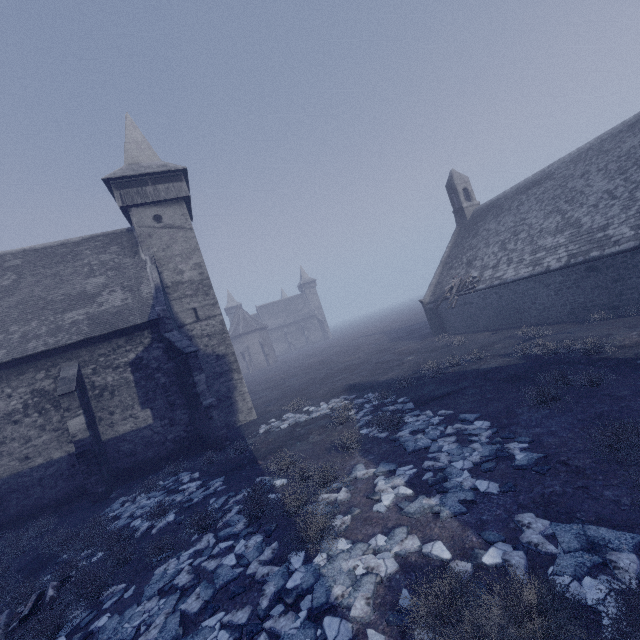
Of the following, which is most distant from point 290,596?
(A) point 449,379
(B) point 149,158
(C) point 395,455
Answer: (B) point 149,158

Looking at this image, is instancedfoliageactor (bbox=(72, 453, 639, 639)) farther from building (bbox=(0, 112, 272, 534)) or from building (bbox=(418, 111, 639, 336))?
building (bbox=(418, 111, 639, 336))

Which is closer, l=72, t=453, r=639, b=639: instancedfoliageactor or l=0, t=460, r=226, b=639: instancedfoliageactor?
l=72, t=453, r=639, b=639: instancedfoliageactor

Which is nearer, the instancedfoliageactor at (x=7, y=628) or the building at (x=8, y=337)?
the instancedfoliageactor at (x=7, y=628)

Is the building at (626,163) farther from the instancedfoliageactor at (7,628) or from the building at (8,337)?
the building at (8,337)

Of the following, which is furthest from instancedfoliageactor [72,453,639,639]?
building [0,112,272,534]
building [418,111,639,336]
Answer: building [418,111,639,336]

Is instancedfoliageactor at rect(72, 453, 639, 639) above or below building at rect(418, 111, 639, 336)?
below

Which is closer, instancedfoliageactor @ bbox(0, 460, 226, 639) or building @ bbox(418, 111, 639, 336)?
instancedfoliageactor @ bbox(0, 460, 226, 639)
